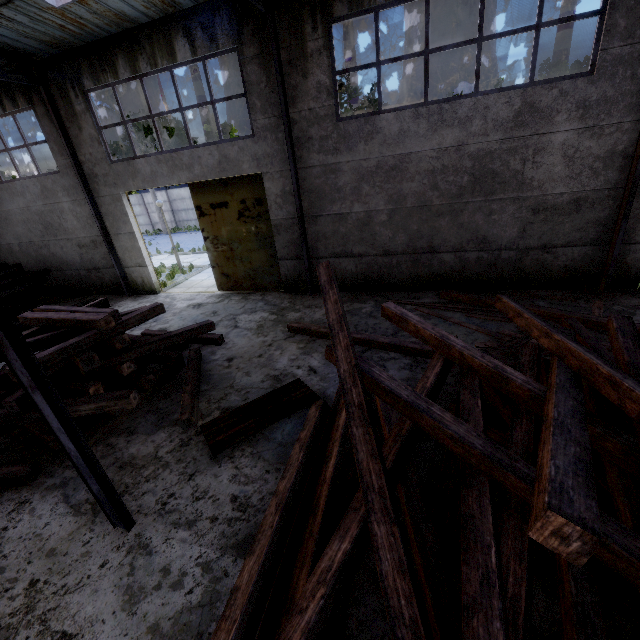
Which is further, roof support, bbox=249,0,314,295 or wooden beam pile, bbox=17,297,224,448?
roof support, bbox=249,0,314,295

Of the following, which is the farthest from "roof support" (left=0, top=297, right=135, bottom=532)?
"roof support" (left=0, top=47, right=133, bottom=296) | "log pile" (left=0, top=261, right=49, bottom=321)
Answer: "log pile" (left=0, top=261, right=49, bottom=321)

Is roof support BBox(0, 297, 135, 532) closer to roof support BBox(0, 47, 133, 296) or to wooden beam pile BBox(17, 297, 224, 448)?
wooden beam pile BBox(17, 297, 224, 448)

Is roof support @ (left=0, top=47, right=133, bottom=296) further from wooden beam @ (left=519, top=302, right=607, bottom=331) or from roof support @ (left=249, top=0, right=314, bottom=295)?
wooden beam @ (left=519, top=302, right=607, bottom=331)

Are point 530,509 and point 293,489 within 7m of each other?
yes

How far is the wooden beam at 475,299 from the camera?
8.22m

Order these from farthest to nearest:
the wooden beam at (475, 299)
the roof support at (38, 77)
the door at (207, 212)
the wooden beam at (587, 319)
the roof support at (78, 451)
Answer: the door at (207, 212), the roof support at (38, 77), the wooden beam at (475, 299), the wooden beam at (587, 319), the roof support at (78, 451)

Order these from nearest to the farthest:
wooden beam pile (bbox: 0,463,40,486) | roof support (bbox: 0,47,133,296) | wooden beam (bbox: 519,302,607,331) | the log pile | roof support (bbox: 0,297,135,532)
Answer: roof support (bbox: 0,297,135,532), wooden beam pile (bbox: 0,463,40,486), wooden beam (bbox: 519,302,607,331), roof support (bbox: 0,47,133,296), the log pile
